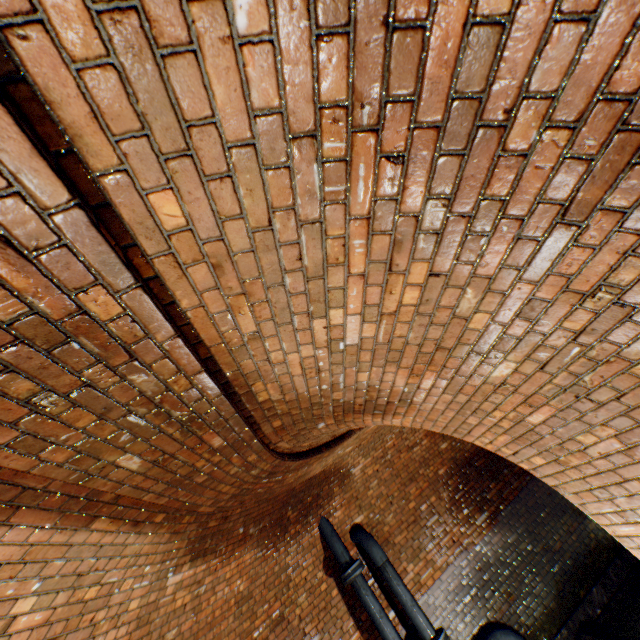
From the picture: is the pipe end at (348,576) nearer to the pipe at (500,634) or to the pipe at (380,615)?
the pipe at (380,615)

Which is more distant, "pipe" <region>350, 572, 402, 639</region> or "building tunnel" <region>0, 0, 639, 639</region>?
"pipe" <region>350, 572, 402, 639</region>

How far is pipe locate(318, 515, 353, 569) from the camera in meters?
5.3

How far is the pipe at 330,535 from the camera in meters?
5.3

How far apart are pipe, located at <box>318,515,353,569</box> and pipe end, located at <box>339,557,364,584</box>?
0.1m

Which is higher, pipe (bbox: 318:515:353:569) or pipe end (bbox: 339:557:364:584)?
pipe (bbox: 318:515:353:569)

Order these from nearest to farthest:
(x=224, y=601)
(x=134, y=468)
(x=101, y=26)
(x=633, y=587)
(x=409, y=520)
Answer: (x=101, y=26), (x=134, y=468), (x=224, y=601), (x=633, y=587), (x=409, y=520)

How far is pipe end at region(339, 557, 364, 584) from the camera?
5.1m
